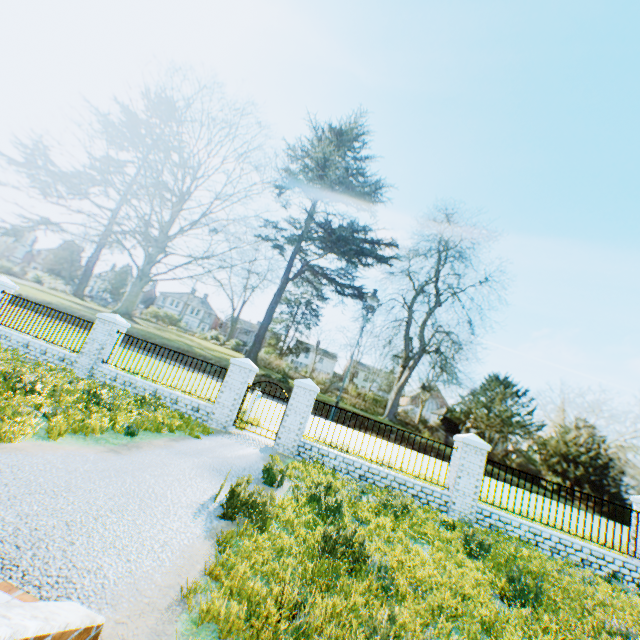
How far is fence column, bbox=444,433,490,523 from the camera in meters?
9.5

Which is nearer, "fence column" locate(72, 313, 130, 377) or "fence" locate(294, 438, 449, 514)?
"fence" locate(294, 438, 449, 514)

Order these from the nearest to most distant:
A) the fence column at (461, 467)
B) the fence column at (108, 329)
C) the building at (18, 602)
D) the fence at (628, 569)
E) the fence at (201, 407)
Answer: the building at (18, 602)
the fence at (628, 569)
the fence column at (461, 467)
the fence at (201, 407)
the fence column at (108, 329)

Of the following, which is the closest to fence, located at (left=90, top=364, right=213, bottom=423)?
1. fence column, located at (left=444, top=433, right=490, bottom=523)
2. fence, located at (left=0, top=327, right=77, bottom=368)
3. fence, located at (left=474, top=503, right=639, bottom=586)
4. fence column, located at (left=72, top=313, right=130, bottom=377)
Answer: fence column, located at (left=72, top=313, right=130, bottom=377)

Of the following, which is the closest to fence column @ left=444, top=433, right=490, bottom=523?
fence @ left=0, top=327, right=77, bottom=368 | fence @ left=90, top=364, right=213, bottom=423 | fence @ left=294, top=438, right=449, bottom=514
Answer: fence @ left=294, top=438, right=449, bottom=514

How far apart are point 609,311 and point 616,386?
11.6m

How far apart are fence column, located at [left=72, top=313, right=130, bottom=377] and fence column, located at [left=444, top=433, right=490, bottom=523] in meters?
12.7

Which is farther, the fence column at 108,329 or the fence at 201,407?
the fence column at 108,329
